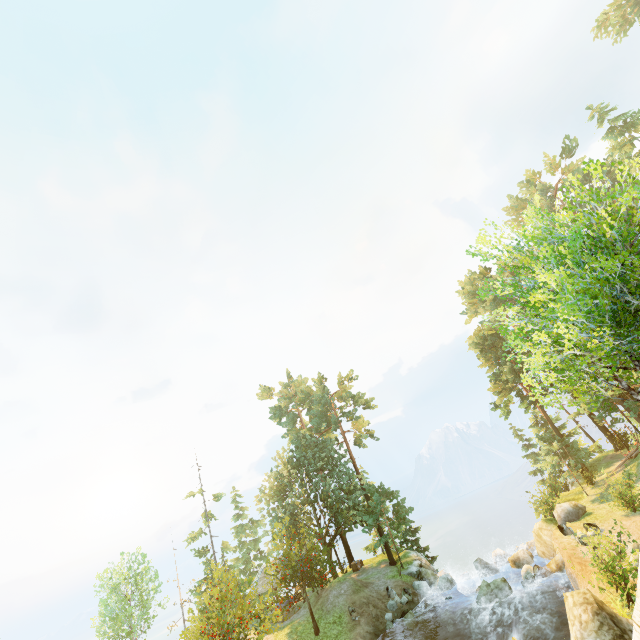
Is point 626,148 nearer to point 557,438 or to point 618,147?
point 618,147

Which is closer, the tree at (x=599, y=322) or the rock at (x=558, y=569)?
the tree at (x=599, y=322)

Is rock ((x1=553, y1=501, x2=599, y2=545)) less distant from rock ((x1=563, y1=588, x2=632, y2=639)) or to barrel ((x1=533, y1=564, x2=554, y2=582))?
barrel ((x1=533, y1=564, x2=554, y2=582))

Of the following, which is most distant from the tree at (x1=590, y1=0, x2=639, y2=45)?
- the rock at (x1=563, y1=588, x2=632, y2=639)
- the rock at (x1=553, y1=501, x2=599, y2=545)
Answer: the rock at (x1=563, y1=588, x2=632, y2=639)

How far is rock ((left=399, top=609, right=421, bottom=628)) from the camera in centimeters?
2347cm

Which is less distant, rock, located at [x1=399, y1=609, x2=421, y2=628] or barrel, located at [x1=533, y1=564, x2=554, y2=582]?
barrel, located at [x1=533, y1=564, x2=554, y2=582]

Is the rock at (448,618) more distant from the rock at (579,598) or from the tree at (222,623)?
the rock at (579,598)

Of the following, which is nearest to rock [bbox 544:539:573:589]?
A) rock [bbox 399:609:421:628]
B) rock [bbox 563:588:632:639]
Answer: rock [bbox 399:609:421:628]
